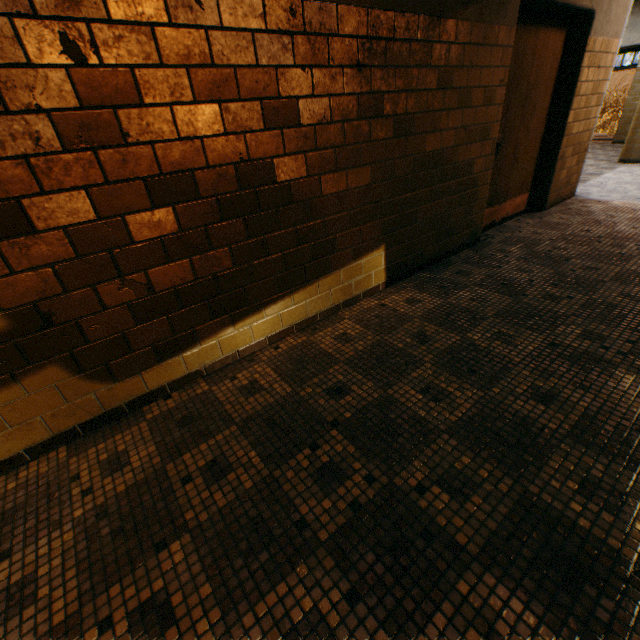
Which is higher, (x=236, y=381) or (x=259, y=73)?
(x=259, y=73)

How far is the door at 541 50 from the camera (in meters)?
3.36

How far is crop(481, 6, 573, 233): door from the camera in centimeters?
336cm
